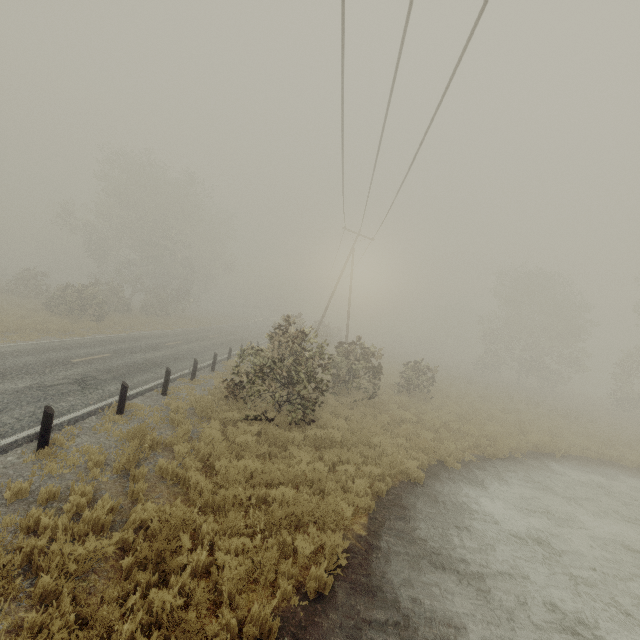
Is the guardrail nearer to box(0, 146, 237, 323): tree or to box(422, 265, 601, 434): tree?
box(0, 146, 237, 323): tree

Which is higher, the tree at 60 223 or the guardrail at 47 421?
the tree at 60 223

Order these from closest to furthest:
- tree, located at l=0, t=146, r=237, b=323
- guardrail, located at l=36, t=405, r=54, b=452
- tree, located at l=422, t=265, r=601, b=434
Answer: guardrail, located at l=36, t=405, r=54, b=452 → tree, located at l=422, t=265, r=601, b=434 → tree, located at l=0, t=146, r=237, b=323

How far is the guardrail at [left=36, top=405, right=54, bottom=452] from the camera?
6.8 meters

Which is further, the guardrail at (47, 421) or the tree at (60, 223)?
the tree at (60, 223)

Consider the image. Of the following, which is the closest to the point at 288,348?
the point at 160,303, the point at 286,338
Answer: the point at 286,338

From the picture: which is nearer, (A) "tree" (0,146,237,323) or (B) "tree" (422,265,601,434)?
(B) "tree" (422,265,601,434)
